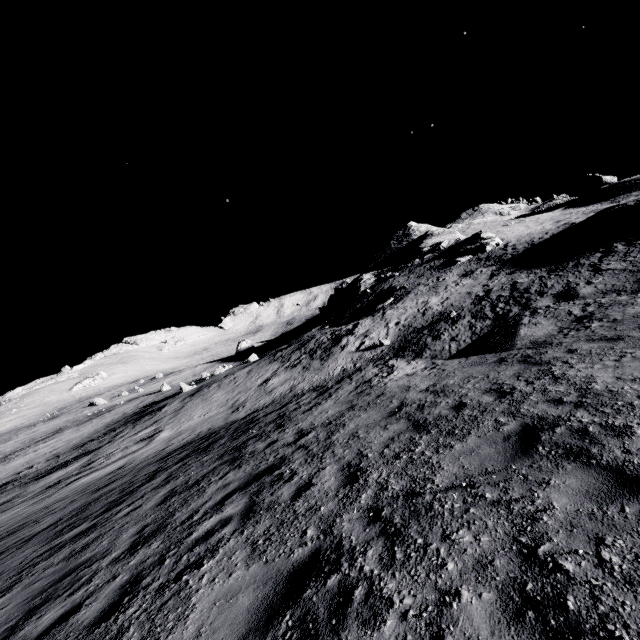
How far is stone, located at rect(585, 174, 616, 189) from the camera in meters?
54.1 m

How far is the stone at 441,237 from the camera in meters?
40.3 m

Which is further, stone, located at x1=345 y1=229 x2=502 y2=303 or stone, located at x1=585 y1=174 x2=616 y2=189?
stone, located at x1=585 y1=174 x2=616 y2=189

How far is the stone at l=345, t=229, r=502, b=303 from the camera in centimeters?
4030cm

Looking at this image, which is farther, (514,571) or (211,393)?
(211,393)

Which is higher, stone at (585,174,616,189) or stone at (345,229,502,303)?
stone at (585,174,616,189)

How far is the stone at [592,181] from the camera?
54.1 meters
